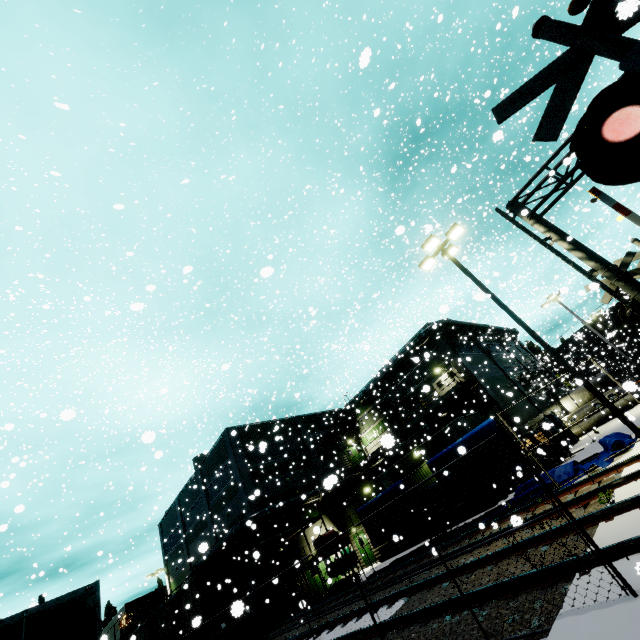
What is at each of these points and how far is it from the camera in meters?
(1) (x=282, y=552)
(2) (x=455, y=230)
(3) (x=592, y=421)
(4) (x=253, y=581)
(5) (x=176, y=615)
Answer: (1) building, 25.6
(2) light, 14.0
(3) concrete pipe, 28.6
(4) roll-up door, 21.9
(5) cargo car, 27.8

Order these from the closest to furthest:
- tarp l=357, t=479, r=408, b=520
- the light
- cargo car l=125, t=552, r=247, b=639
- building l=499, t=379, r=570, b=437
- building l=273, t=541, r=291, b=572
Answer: the light < tarp l=357, t=479, r=408, b=520 < cargo car l=125, t=552, r=247, b=639 < building l=273, t=541, r=291, b=572 < building l=499, t=379, r=570, b=437

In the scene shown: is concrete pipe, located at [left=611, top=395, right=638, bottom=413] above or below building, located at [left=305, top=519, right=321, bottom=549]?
below

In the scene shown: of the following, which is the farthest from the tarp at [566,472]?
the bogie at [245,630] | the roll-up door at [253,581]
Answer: the roll-up door at [253,581]

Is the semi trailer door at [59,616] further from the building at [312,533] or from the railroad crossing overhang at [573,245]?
the railroad crossing overhang at [573,245]

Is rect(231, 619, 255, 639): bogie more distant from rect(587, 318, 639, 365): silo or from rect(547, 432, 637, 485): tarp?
rect(587, 318, 639, 365): silo

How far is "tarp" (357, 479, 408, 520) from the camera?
16.0m

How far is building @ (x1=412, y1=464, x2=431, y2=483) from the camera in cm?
2381
